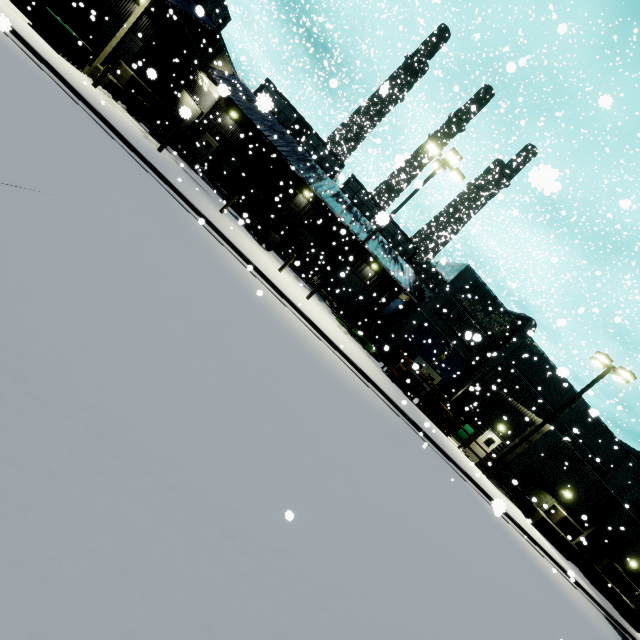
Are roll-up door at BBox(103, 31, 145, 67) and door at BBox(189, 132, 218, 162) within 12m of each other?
yes

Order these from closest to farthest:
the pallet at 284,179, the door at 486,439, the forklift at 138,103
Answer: the forklift at 138,103 < the pallet at 284,179 < the door at 486,439

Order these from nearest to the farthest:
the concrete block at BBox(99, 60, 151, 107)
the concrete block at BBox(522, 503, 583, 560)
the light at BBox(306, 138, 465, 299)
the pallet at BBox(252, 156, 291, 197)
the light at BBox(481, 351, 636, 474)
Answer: the light at BBox(306, 138, 465, 299) → the concrete block at BBox(99, 60, 151, 107) → the light at BBox(481, 351, 636, 474) → the concrete block at BBox(522, 503, 583, 560) → the pallet at BBox(252, 156, 291, 197)

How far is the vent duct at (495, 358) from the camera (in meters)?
25.28

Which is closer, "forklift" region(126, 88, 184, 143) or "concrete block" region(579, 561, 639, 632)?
"forklift" region(126, 88, 184, 143)

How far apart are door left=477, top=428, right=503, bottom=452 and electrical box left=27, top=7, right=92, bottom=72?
30.9 meters

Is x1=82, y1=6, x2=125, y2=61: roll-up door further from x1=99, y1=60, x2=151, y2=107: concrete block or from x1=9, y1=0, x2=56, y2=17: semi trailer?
x1=99, y1=60, x2=151, y2=107: concrete block

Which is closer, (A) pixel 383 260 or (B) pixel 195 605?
(B) pixel 195 605
